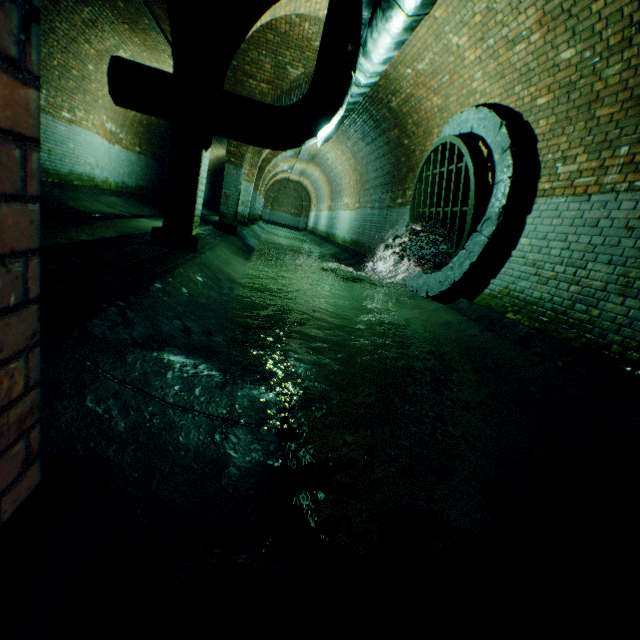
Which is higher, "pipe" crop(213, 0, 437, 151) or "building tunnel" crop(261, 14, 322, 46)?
"building tunnel" crop(261, 14, 322, 46)

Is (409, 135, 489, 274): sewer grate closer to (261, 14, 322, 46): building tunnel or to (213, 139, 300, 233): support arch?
(261, 14, 322, 46): building tunnel

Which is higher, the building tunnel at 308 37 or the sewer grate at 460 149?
the building tunnel at 308 37

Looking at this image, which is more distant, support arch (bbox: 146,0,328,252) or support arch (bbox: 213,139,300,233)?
support arch (bbox: 213,139,300,233)

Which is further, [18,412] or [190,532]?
[190,532]

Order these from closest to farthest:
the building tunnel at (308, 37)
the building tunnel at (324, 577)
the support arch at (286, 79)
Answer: the building tunnel at (324, 577) → the support arch at (286, 79) → the building tunnel at (308, 37)

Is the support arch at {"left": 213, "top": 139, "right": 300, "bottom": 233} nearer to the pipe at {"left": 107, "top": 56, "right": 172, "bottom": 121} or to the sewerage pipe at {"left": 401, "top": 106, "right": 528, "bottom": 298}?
the pipe at {"left": 107, "top": 56, "right": 172, "bottom": 121}

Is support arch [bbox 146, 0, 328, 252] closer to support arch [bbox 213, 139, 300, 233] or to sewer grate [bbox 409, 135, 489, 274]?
sewer grate [bbox 409, 135, 489, 274]
